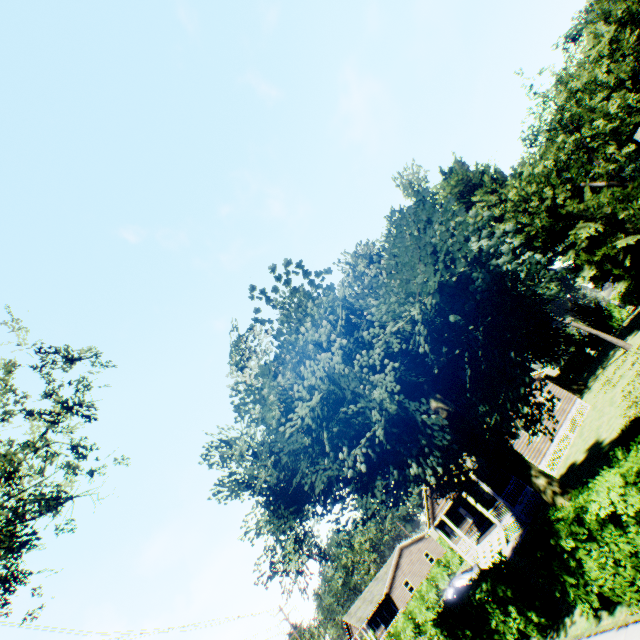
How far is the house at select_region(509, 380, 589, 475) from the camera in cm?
2556

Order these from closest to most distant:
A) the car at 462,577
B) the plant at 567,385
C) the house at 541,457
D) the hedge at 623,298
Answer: the car at 462,577 < the house at 541,457 < the plant at 567,385 < the hedge at 623,298

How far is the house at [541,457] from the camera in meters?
25.6 m

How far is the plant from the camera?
42.0m

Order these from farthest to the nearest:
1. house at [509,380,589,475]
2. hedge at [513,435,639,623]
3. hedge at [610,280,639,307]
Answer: hedge at [610,280,639,307] < house at [509,380,589,475] < hedge at [513,435,639,623]

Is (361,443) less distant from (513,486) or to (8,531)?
(8,531)

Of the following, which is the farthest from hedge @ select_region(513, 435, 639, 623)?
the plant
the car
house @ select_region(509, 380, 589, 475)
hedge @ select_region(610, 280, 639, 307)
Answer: hedge @ select_region(610, 280, 639, 307)

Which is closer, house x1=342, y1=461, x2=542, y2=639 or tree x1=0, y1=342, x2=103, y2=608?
tree x1=0, y1=342, x2=103, y2=608
